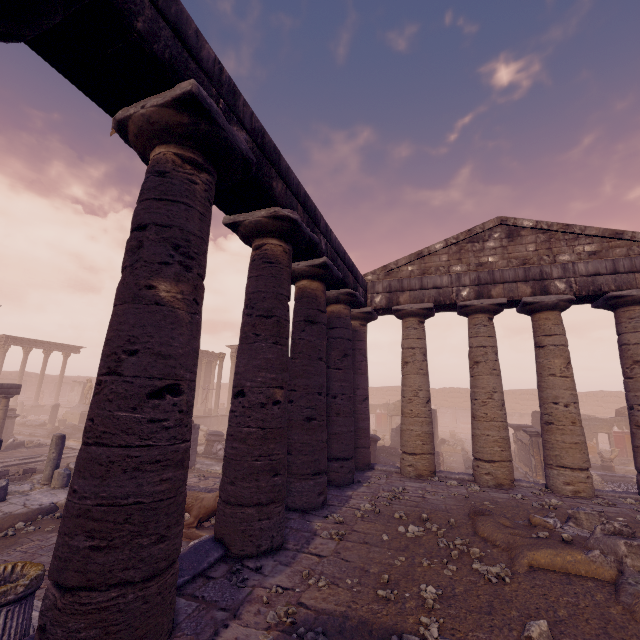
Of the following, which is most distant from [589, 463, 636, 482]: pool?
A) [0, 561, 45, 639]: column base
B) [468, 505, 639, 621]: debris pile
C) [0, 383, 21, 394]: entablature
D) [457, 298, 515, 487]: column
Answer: [0, 383, 21, 394]: entablature

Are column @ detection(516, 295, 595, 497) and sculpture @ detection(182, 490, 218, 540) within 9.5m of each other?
yes

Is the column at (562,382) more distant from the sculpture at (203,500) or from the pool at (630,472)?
the pool at (630,472)

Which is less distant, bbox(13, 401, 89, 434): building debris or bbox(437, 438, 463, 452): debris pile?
bbox(437, 438, 463, 452): debris pile

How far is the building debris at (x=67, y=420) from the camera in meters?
24.0

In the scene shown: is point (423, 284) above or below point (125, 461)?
above

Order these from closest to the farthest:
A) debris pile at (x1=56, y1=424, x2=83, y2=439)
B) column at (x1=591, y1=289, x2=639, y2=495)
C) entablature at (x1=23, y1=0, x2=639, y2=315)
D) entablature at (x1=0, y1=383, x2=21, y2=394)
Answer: entablature at (x1=23, y1=0, x2=639, y2=315) → column at (x1=591, y1=289, x2=639, y2=495) → entablature at (x1=0, y1=383, x2=21, y2=394) → debris pile at (x1=56, y1=424, x2=83, y2=439)

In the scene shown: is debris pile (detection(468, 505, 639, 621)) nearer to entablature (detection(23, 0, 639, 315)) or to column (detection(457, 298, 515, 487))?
column (detection(457, 298, 515, 487))
